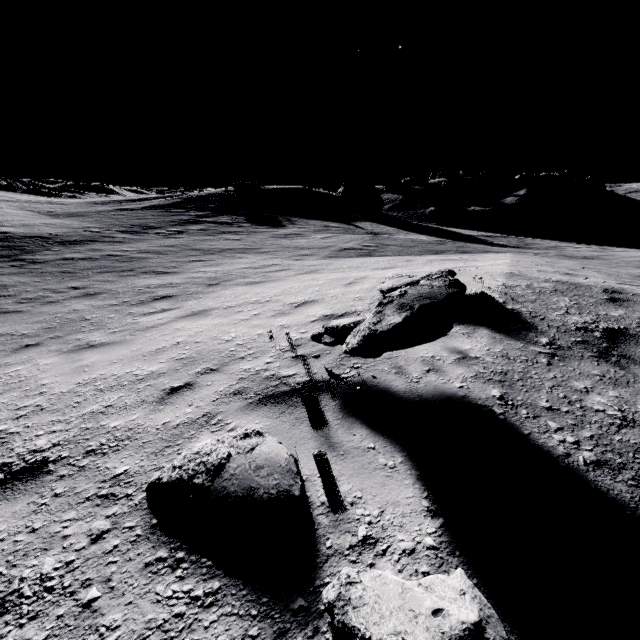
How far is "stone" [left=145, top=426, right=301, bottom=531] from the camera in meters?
1.8

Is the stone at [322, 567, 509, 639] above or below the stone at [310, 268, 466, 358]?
below

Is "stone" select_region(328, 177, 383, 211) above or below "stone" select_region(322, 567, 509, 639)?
above

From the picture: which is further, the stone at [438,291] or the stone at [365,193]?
the stone at [365,193]

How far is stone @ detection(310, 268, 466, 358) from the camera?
2.6 meters

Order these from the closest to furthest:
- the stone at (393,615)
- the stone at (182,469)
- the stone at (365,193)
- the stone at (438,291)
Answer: the stone at (393,615) < the stone at (182,469) < the stone at (438,291) < the stone at (365,193)

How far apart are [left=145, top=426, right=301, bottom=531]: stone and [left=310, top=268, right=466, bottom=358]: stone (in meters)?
0.93

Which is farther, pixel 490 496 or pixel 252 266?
pixel 252 266
